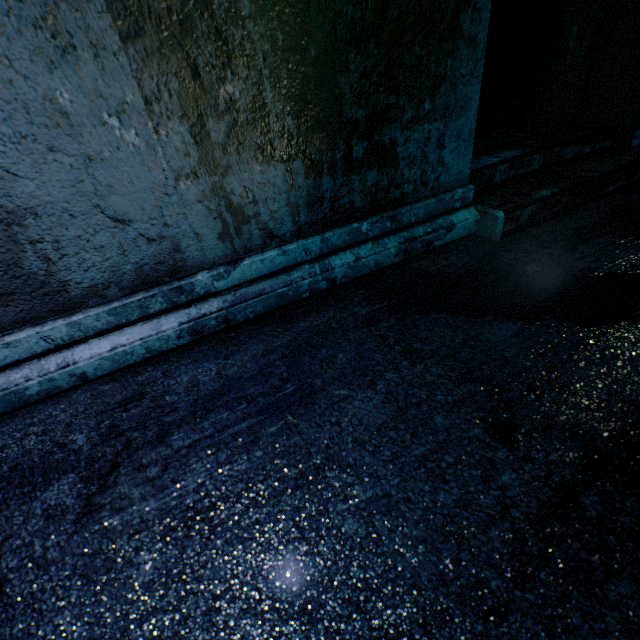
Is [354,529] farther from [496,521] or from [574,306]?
[574,306]
